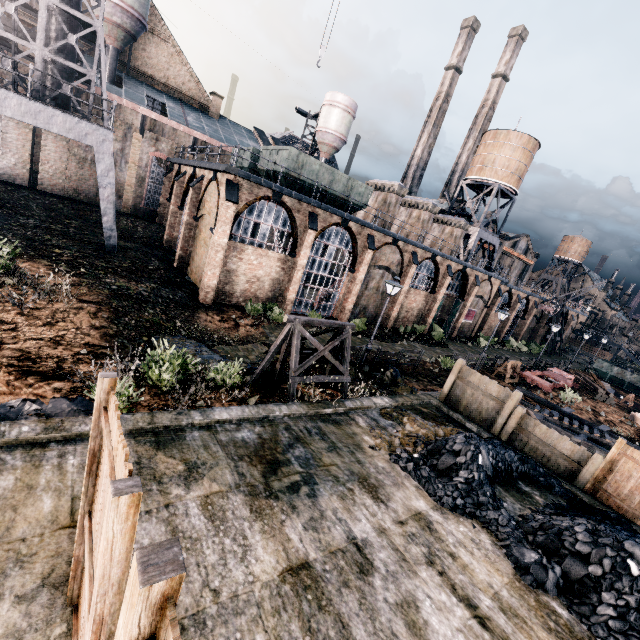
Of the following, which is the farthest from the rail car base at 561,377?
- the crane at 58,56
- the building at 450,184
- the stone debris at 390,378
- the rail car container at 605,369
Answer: the building at 450,184

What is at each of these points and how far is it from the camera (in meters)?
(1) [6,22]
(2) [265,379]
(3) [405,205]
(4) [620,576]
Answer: (1) building, 24.42
(2) stone debris, 12.26
(3) chimney, 36.09
(4) coal pile, 6.24

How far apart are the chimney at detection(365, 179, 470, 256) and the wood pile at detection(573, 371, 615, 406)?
22.6m

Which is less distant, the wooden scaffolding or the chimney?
the wooden scaffolding

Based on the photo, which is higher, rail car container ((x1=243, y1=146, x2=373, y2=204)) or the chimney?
the chimney

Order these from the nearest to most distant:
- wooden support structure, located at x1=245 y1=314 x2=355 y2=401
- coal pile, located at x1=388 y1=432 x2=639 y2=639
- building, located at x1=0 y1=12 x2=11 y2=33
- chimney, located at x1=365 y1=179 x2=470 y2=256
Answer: coal pile, located at x1=388 y1=432 x2=639 y2=639, wooden support structure, located at x1=245 y1=314 x2=355 y2=401, building, located at x1=0 y1=12 x2=11 y2=33, chimney, located at x1=365 y1=179 x2=470 y2=256

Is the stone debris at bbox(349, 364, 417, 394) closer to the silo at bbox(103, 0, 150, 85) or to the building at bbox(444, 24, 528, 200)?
the silo at bbox(103, 0, 150, 85)

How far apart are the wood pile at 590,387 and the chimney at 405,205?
22.64m
